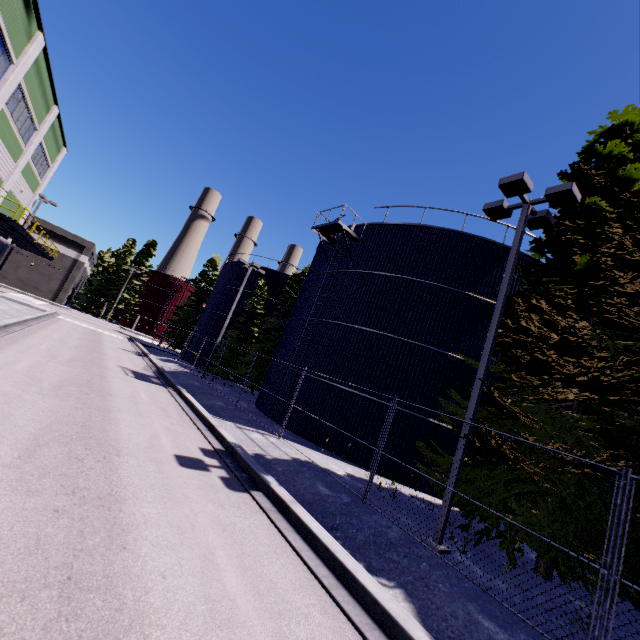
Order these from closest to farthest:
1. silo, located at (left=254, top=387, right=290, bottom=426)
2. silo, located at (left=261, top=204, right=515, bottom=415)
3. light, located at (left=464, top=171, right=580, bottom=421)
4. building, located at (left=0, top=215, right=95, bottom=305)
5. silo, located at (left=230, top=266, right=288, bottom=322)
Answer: light, located at (left=464, top=171, right=580, bottom=421), silo, located at (left=261, top=204, right=515, bottom=415), silo, located at (left=254, top=387, right=290, bottom=426), silo, located at (left=230, top=266, right=288, bottom=322), building, located at (left=0, top=215, right=95, bottom=305)

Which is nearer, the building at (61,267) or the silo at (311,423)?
the silo at (311,423)

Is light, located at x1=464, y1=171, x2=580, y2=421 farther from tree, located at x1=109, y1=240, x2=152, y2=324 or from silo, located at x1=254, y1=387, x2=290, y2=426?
tree, located at x1=109, y1=240, x2=152, y2=324

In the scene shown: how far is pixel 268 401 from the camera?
18.6 meters

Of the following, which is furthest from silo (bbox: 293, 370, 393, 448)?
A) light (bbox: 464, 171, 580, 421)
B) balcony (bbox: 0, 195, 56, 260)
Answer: balcony (bbox: 0, 195, 56, 260)

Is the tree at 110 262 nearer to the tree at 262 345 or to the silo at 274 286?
the silo at 274 286

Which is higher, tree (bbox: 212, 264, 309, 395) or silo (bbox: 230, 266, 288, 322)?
silo (bbox: 230, 266, 288, 322)

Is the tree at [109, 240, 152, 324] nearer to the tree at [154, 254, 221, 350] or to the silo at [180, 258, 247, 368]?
the silo at [180, 258, 247, 368]
